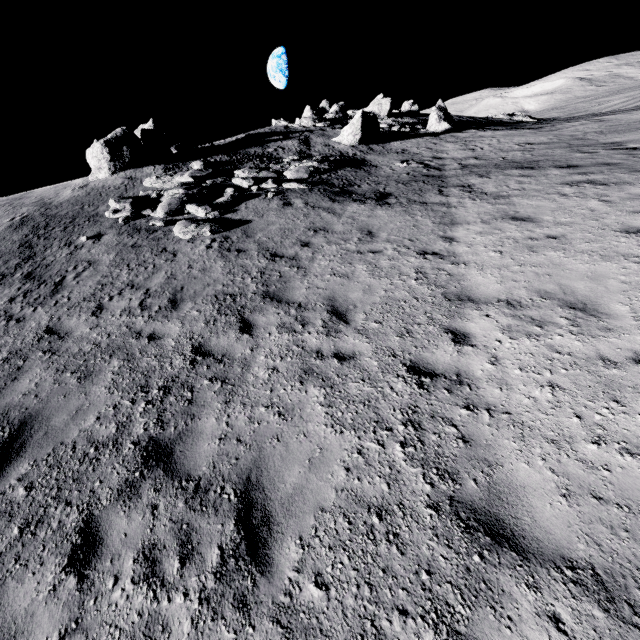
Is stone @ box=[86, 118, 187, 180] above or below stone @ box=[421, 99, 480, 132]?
above

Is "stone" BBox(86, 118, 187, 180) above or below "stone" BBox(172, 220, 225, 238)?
above

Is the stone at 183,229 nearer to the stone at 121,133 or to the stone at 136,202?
the stone at 136,202

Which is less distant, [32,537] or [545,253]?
[32,537]

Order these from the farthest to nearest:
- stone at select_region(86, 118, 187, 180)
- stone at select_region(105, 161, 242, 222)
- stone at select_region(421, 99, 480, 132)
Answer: stone at select_region(421, 99, 480, 132) < stone at select_region(86, 118, 187, 180) < stone at select_region(105, 161, 242, 222)

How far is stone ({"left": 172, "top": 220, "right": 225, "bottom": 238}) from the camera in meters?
11.2

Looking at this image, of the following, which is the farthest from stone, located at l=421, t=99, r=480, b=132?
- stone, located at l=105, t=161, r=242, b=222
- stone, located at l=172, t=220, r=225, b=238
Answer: stone, located at l=172, t=220, r=225, b=238

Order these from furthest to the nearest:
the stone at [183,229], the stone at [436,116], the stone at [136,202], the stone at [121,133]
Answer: the stone at [436,116] → the stone at [121,133] → the stone at [136,202] → the stone at [183,229]
